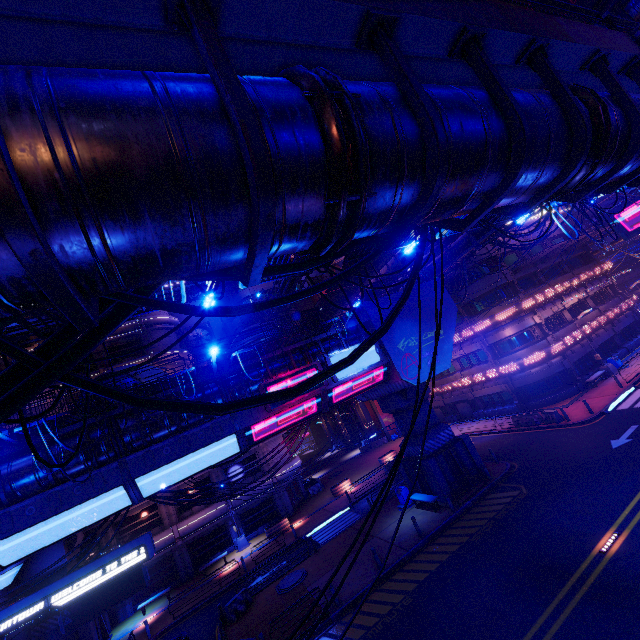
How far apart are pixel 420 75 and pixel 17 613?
18.2m

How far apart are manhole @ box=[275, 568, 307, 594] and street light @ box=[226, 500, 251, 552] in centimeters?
1138cm

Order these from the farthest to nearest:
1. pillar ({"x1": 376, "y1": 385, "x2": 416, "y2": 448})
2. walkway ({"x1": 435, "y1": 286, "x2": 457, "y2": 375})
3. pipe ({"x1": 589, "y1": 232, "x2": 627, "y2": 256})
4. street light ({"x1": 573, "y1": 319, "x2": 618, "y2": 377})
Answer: pipe ({"x1": 589, "y1": 232, "x2": 627, "y2": 256}) < street light ({"x1": 573, "y1": 319, "x2": 618, "y2": 377}) < pillar ({"x1": 376, "y1": 385, "x2": 416, "y2": 448}) < walkway ({"x1": 435, "y1": 286, "x2": 457, "y2": 375})

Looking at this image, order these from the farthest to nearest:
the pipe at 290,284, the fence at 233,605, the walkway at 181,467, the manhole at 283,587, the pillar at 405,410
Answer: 1. the pipe at 290,284
2. the pillar at 405,410
3. the manhole at 283,587
4. the fence at 233,605
5. the walkway at 181,467

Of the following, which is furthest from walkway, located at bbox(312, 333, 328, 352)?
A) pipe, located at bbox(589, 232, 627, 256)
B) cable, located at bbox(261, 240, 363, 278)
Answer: pipe, located at bbox(589, 232, 627, 256)

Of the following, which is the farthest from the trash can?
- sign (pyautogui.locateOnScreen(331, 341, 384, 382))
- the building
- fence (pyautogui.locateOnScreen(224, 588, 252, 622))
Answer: the building

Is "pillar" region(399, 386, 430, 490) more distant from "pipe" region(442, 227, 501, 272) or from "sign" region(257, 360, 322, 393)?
"pipe" region(442, 227, 501, 272)

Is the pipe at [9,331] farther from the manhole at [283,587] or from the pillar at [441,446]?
the manhole at [283,587]
